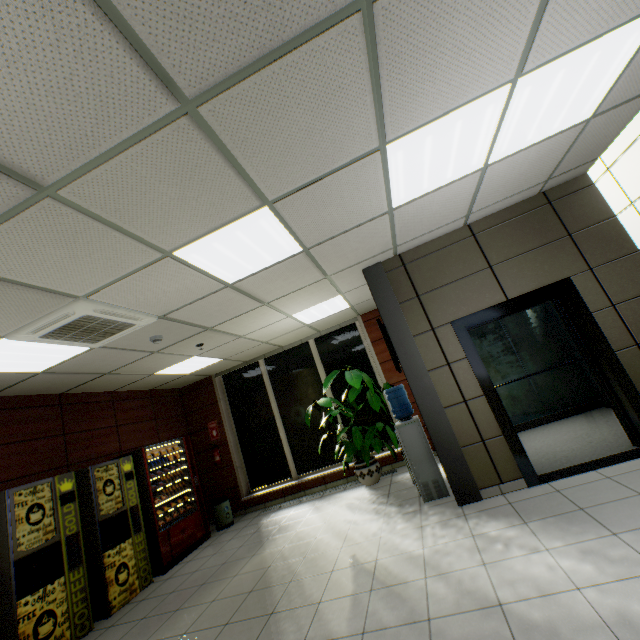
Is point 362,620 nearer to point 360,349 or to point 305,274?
point 305,274

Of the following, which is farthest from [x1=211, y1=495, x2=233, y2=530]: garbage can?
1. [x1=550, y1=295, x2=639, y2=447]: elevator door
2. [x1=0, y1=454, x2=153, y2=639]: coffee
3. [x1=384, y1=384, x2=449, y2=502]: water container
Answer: [x1=550, y1=295, x2=639, y2=447]: elevator door

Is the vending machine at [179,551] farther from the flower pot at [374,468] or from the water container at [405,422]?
the water container at [405,422]

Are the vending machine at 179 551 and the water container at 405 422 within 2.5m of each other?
no

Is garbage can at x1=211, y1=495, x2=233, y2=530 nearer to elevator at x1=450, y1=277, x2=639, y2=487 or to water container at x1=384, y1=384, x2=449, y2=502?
water container at x1=384, y1=384, x2=449, y2=502

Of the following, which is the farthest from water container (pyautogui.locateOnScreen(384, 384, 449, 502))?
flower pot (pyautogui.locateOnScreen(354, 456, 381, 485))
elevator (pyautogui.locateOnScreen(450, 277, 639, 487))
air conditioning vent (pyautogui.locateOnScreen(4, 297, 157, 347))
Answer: air conditioning vent (pyautogui.locateOnScreen(4, 297, 157, 347))

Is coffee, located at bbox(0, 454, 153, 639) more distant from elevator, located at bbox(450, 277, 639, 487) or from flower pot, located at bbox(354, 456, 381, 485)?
elevator, located at bbox(450, 277, 639, 487)

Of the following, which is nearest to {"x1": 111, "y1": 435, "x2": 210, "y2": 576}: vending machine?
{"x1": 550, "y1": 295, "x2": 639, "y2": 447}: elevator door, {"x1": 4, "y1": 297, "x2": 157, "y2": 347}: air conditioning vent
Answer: {"x1": 4, "y1": 297, "x2": 157, "y2": 347}: air conditioning vent
